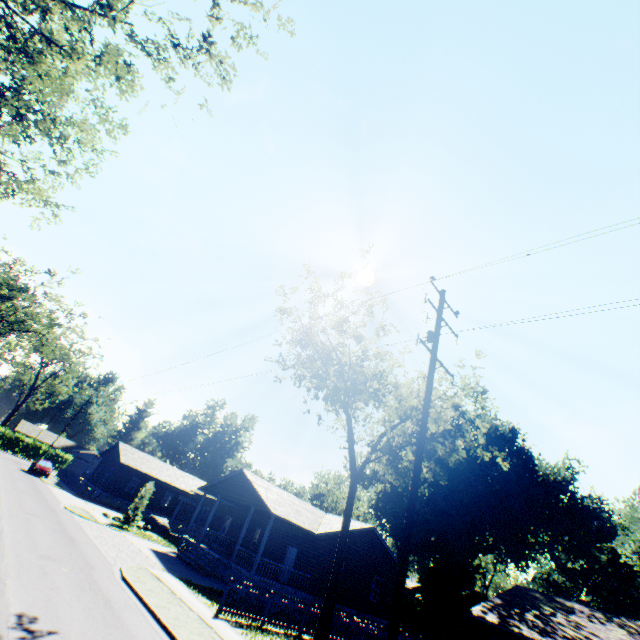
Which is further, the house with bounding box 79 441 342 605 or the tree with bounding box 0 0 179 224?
the house with bounding box 79 441 342 605

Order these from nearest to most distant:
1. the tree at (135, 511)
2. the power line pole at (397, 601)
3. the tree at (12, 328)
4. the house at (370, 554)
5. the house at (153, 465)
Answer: the power line pole at (397, 601) < the house at (153, 465) < the house at (370, 554) < the tree at (135, 511) < the tree at (12, 328)

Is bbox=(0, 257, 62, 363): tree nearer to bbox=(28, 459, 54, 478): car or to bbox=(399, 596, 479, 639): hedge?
bbox=(28, 459, 54, 478): car

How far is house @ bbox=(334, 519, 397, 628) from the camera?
24.2m

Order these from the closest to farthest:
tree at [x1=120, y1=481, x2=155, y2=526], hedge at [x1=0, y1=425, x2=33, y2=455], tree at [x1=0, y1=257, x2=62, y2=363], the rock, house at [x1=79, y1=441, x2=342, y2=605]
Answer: house at [x1=79, y1=441, x2=342, y2=605] → tree at [x1=120, y1=481, x2=155, y2=526] → the rock → tree at [x1=0, y1=257, x2=62, y2=363] → hedge at [x1=0, y1=425, x2=33, y2=455]

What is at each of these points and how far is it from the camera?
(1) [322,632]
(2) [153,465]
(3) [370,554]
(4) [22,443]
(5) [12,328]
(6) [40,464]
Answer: (1) tree, 14.44m
(2) house, 43.81m
(3) house, 26.59m
(4) hedge, 58.12m
(5) tree, 47.31m
(6) car, 37.66m

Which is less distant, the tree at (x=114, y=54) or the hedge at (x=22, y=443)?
the tree at (x=114, y=54)

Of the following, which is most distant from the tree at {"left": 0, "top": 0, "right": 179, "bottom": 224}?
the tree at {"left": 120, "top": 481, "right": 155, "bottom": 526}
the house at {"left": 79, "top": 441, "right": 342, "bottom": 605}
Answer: the tree at {"left": 120, "top": 481, "right": 155, "bottom": 526}
